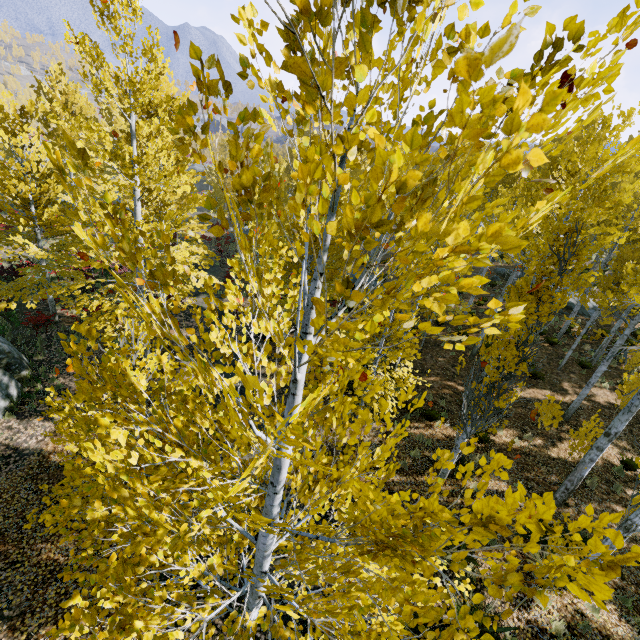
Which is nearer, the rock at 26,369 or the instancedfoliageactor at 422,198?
the instancedfoliageactor at 422,198

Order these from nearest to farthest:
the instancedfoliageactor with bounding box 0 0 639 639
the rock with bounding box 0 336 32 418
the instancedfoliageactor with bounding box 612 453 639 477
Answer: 1. the instancedfoliageactor with bounding box 0 0 639 639
2. the instancedfoliageactor with bounding box 612 453 639 477
3. the rock with bounding box 0 336 32 418

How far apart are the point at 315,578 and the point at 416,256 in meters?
2.0 m

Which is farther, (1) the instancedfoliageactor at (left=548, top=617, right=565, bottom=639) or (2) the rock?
(2) the rock

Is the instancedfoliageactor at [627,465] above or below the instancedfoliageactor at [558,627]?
below

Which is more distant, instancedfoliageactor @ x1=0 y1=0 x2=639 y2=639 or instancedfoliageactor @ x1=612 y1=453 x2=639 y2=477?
instancedfoliageactor @ x1=612 y1=453 x2=639 y2=477
